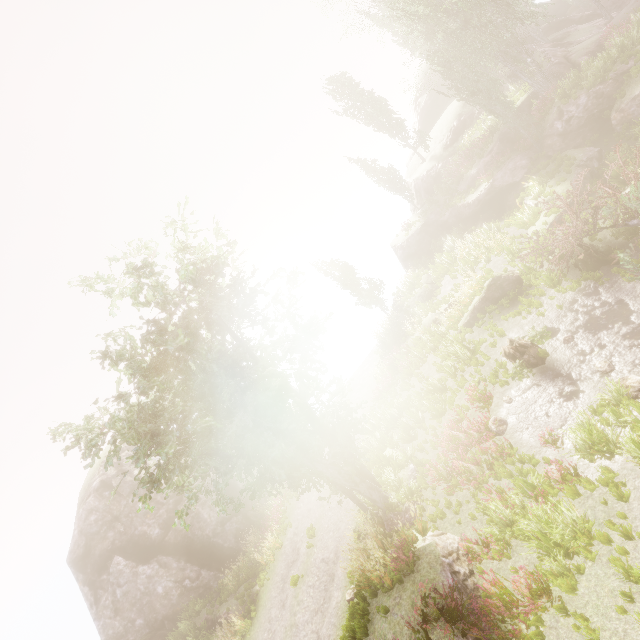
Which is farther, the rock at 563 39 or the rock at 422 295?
the rock at 422 295

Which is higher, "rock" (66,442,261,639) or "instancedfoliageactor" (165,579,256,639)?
"rock" (66,442,261,639)

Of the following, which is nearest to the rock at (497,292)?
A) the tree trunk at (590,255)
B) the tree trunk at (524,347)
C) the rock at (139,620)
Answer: the tree trunk at (590,255)

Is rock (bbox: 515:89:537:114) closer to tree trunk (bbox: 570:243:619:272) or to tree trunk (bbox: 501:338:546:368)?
tree trunk (bbox: 570:243:619:272)

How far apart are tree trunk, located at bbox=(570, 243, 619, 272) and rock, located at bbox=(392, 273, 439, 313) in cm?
1038

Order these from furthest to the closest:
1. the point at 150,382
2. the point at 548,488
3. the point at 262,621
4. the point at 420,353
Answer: the point at 420,353, the point at 262,621, the point at 150,382, the point at 548,488

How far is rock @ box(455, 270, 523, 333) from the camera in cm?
1538

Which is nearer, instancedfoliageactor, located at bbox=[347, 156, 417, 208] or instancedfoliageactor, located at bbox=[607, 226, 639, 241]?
instancedfoliageactor, located at bbox=[607, 226, 639, 241]
